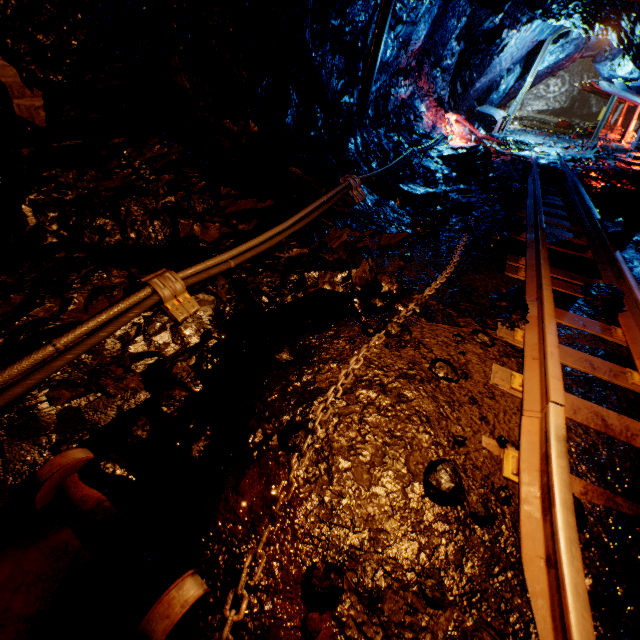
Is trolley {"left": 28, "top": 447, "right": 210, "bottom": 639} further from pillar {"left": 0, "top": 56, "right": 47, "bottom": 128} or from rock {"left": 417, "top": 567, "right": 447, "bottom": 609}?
pillar {"left": 0, "top": 56, "right": 47, "bottom": 128}

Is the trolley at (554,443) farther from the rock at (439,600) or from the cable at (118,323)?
the cable at (118,323)

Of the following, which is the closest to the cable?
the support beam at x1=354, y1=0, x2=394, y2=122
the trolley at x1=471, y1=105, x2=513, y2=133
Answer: the trolley at x1=471, y1=105, x2=513, y2=133

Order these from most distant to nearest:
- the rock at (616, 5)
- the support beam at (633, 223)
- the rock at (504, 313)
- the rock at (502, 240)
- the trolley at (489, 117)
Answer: the trolley at (489, 117), the rock at (616, 5), the support beam at (633, 223), the rock at (502, 240), the rock at (504, 313)

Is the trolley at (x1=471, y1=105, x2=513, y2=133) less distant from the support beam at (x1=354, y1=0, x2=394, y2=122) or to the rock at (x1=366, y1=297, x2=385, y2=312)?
the rock at (x1=366, y1=297, x2=385, y2=312)

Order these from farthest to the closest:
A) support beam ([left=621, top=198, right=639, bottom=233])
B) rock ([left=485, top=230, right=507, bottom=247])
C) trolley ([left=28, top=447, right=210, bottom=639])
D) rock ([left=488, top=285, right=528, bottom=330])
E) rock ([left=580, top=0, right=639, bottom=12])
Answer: rock ([left=580, top=0, right=639, bottom=12]), support beam ([left=621, top=198, right=639, bottom=233]), rock ([left=485, top=230, right=507, bottom=247]), rock ([left=488, top=285, right=528, bottom=330]), trolley ([left=28, top=447, right=210, bottom=639])

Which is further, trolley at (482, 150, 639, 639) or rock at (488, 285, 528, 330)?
rock at (488, 285, 528, 330)

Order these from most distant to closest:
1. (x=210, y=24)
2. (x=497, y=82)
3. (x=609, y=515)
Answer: (x=497, y=82)
(x=210, y=24)
(x=609, y=515)
